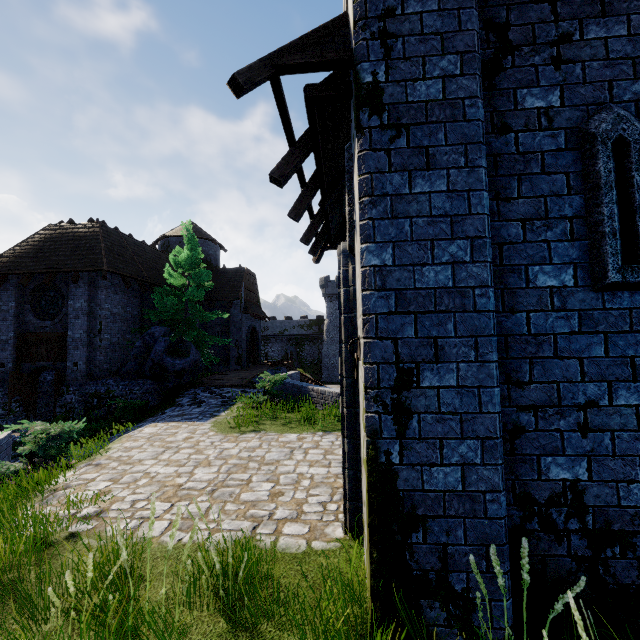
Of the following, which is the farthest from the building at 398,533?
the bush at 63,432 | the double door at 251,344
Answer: the double door at 251,344

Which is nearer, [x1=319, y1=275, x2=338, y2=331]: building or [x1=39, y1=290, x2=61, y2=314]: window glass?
[x1=39, y1=290, x2=61, y2=314]: window glass

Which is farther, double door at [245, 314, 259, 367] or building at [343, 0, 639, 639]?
double door at [245, 314, 259, 367]

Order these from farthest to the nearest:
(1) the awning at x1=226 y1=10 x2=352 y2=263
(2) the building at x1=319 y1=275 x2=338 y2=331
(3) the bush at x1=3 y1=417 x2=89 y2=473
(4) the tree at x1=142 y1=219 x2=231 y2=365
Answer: (2) the building at x1=319 y1=275 x2=338 y2=331, (4) the tree at x1=142 y1=219 x2=231 y2=365, (3) the bush at x1=3 y1=417 x2=89 y2=473, (1) the awning at x1=226 y1=10 x2=352 y2=263

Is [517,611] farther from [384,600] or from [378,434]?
[378,434]

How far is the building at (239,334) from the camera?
27.03m

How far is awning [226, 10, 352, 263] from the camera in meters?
2.8 m

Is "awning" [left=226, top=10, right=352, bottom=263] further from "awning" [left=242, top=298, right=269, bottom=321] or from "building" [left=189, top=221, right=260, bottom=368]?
"awning" [left=242, top=298, right=269, bottom=321]
